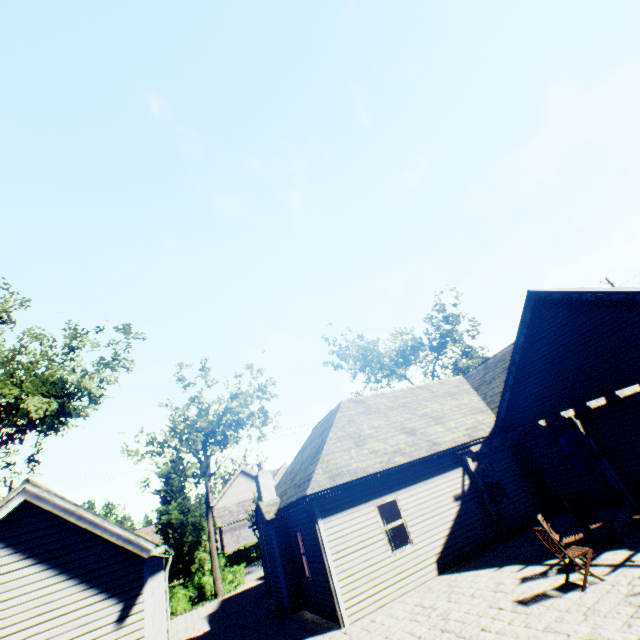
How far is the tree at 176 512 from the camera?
23.53m

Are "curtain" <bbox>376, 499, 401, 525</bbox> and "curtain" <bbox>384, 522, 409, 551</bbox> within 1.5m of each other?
yes

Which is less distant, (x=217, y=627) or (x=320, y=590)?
(x=320, y=590)

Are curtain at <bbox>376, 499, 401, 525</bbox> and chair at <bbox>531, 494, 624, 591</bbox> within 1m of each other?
no

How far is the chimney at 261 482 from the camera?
12.3 meters

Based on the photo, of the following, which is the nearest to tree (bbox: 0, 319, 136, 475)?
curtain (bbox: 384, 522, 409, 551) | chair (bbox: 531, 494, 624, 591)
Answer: curtain (bbox: 384, 522, 409, 551)

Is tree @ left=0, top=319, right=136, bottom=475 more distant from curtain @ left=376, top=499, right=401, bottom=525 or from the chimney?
curtain @ left=376, top=499, right=401, bottom=525

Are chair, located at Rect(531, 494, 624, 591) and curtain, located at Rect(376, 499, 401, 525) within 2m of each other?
no
